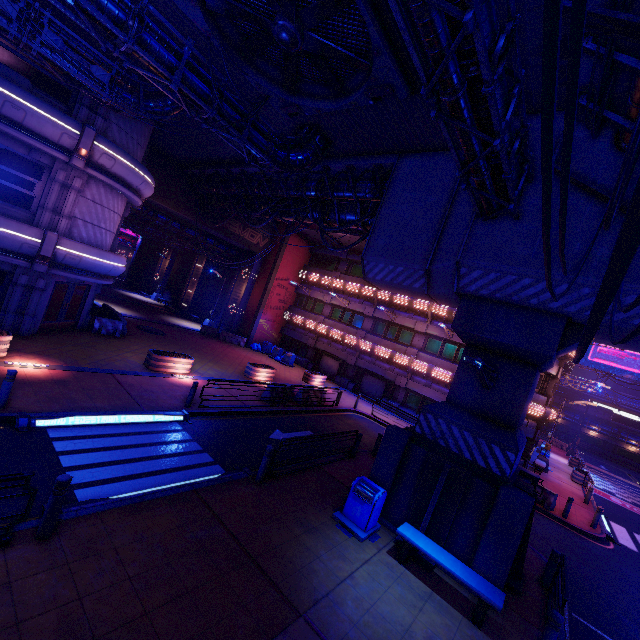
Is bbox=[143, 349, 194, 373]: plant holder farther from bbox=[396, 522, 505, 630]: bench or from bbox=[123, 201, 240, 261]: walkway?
bbox=[123, 201, 240, 261]: walkway

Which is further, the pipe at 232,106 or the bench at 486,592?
the pipe at 232,106

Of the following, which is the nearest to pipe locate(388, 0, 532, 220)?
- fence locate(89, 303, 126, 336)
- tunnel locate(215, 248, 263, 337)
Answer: fence locate(89, 303, 126, 336)

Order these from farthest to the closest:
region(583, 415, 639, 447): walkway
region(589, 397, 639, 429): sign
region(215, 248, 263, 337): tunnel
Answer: region(583, 415, 639, 447): walkway, region(589, 397, 639, 429): sign, region(215, 248, 263, 337): tunnel

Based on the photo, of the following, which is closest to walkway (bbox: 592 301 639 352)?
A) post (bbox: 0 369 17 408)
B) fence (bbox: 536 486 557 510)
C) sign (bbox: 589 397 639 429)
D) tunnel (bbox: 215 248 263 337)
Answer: tunnel (bbox: 215 248 263 337)

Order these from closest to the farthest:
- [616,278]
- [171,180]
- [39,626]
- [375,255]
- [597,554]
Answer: [616,278]
[39,626]
[375,255]
[597,554]
[171,180]

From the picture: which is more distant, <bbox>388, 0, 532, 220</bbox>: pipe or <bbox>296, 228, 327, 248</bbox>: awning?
<bbox>296, 228, 327, 248</bbox>: awning

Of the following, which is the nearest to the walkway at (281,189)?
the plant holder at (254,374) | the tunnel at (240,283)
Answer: the tunnel at (240,283)
